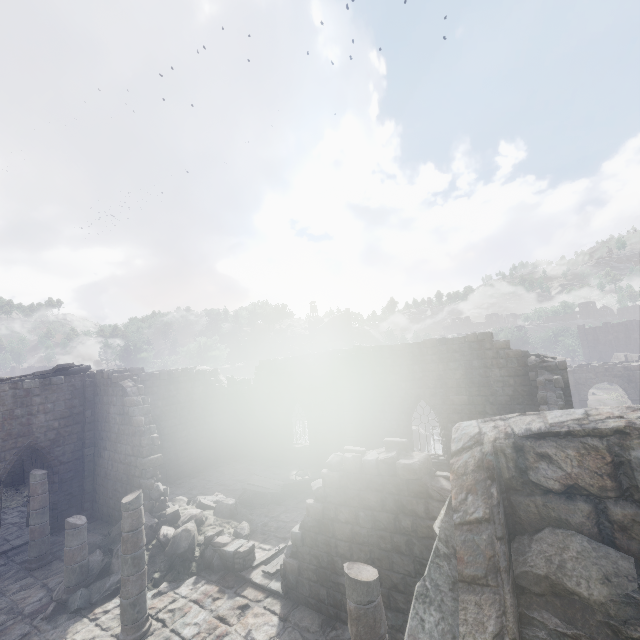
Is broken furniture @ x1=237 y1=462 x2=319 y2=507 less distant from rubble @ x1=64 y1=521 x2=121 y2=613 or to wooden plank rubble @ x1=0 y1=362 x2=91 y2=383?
rubble @ x1=64 y1=521 x2=121 y2=613

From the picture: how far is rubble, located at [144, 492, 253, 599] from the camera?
10.2m

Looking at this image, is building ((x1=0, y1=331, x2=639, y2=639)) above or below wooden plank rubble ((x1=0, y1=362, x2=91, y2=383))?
below

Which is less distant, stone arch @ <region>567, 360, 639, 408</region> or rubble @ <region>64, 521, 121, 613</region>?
rubble @ <region>64, 521, 121, 613</region>

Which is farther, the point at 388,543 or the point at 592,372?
the point at 592,372

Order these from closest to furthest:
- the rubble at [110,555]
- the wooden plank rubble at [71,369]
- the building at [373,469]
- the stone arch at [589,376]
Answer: the building at [373,469] → the rubble at [110,555] → the wooden plank rubble at [71,369] → the stone arch at [589,376]

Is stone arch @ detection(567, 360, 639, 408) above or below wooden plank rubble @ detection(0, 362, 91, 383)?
below

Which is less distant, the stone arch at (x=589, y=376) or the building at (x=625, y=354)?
the stone arch at (x=589, y=376)
